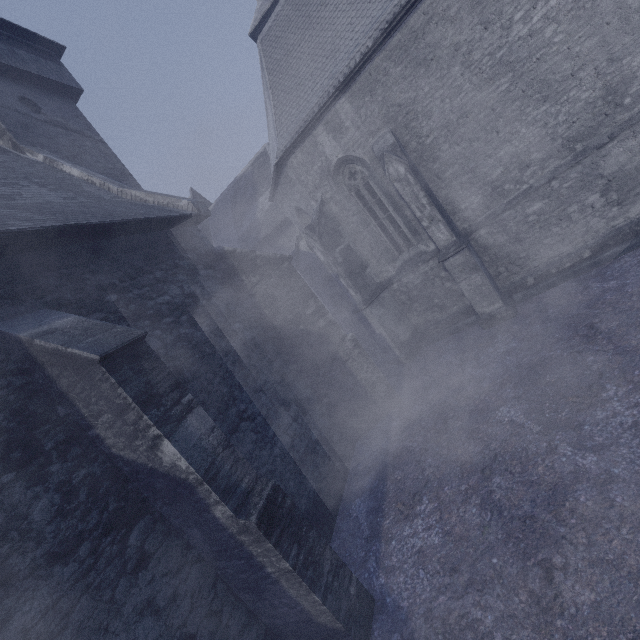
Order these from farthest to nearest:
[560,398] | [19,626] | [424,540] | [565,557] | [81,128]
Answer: [81,128]
[560,398]
[424,540]
[565,557]
[19,626]
